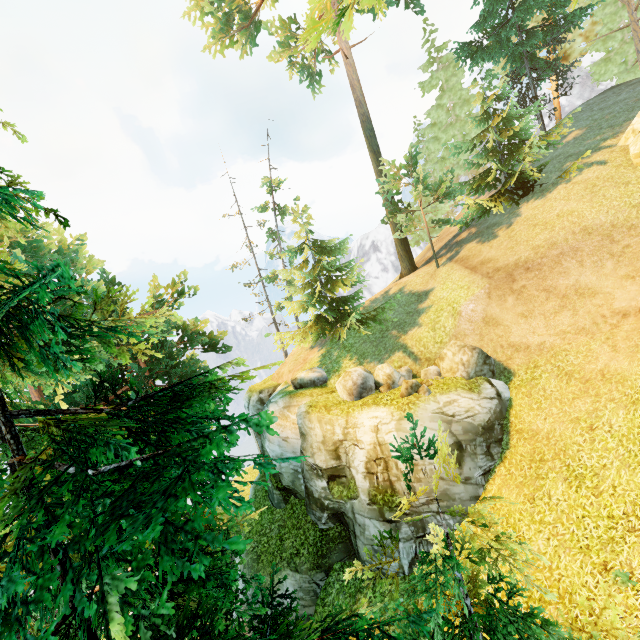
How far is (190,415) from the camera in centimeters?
347cm

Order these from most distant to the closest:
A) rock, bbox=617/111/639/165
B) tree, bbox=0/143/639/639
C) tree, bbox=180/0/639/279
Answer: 1. tree, bbox=180/0/639/279
2. rock, bbox=617/111/639/165
3. tree, bbox=0/143/639/639

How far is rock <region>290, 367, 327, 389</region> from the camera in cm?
1888

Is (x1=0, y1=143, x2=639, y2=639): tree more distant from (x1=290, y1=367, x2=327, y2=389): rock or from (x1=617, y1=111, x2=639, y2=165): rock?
(x1=617, y1=111, x2=639, y2=165): rock

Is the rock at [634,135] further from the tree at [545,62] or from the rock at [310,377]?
the rock at [310,377]

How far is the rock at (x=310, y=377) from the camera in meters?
18.9 m

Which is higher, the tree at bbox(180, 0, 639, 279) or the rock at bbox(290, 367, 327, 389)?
the tree at bbox(180, 0, 639, 279)
